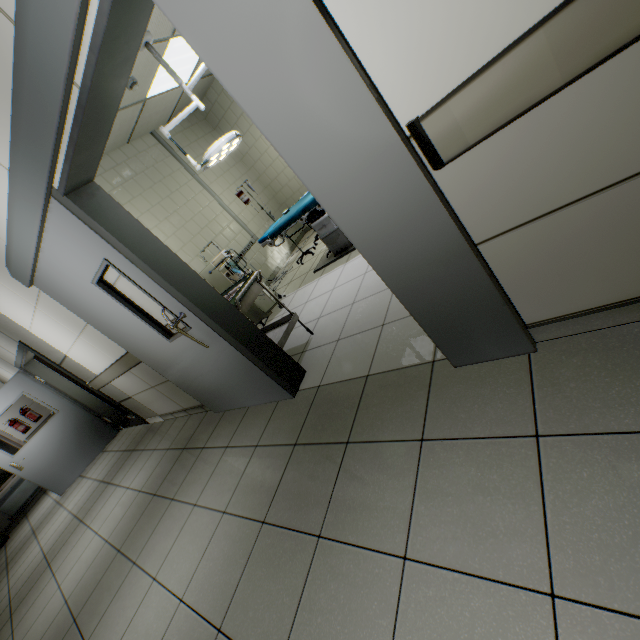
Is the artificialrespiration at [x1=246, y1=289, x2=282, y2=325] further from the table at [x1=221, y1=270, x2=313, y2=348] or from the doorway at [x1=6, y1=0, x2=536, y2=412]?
the doorway at [x1=6, y1=0, x2=536, y2=412]

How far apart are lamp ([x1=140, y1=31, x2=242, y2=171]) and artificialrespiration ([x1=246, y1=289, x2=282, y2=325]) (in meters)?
1.05

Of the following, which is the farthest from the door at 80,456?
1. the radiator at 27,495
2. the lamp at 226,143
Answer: the lamp at 226,143

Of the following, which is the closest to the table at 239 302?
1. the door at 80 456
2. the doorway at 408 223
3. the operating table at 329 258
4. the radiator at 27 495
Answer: the doorway at 408 223

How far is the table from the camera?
2.8m

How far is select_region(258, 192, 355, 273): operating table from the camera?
4.08m

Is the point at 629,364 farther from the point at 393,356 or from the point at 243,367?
the point at 243,367

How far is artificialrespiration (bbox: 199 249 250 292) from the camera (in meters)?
4.28
